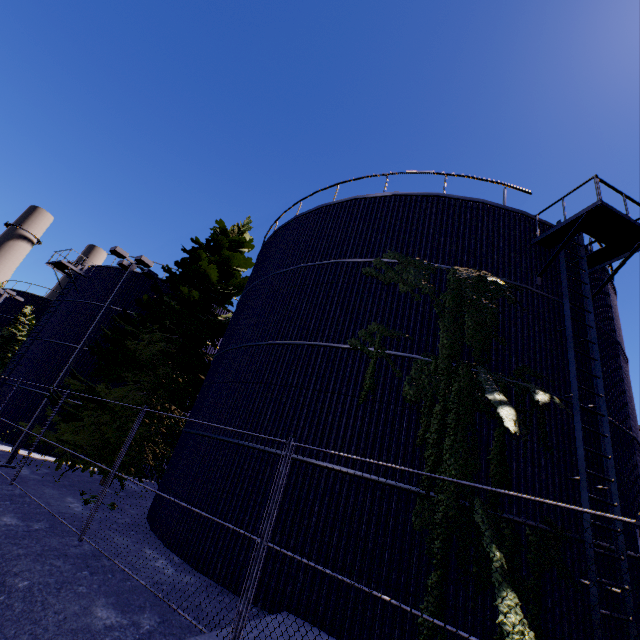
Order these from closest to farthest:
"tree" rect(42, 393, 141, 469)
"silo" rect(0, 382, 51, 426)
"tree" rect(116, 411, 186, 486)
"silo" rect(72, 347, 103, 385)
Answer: "tree" rect(42, 393, 141, 469) < "tree" rect(116, 411, 186, 486) < "silo" rect(0, 382, 51, 426) < "silo" rect(72, 347, 103, 385)

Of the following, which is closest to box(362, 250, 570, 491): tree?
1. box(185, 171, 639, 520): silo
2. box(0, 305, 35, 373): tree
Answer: box(185, 171, 639, 520): silo

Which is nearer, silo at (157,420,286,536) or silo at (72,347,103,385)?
silo at (157,420,286,536)

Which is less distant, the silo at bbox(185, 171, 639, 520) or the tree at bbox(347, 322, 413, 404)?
the silo at bbox(185, 171, 639, 520)

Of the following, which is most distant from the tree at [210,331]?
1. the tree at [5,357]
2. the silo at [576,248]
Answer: the tree at [5,357]

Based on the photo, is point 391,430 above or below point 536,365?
below

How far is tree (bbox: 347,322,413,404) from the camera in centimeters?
824cm
